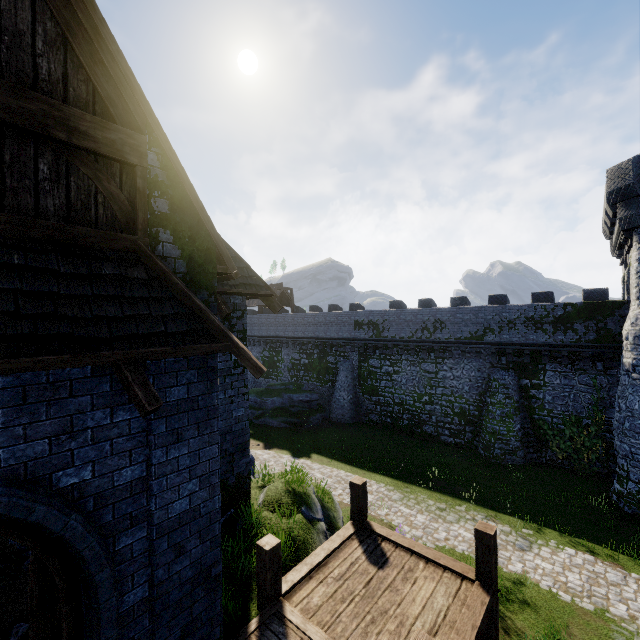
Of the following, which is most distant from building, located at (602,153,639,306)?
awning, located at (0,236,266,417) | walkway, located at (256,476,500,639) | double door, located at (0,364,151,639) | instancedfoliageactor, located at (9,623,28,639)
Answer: instancedfoliageactor, located at (9,623,28,639)

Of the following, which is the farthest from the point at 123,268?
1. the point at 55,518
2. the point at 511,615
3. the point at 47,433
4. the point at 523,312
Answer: the point at 523,312

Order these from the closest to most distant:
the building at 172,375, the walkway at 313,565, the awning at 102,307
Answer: the awning at 102,307
the building at 172,375
the walkway at 313,565

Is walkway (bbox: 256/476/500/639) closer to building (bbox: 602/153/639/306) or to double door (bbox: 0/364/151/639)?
double door (bbox: 0/364/151/639)

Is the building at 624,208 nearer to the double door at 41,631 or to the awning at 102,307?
the awning at 102,307

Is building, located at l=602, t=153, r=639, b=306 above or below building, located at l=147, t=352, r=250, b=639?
above

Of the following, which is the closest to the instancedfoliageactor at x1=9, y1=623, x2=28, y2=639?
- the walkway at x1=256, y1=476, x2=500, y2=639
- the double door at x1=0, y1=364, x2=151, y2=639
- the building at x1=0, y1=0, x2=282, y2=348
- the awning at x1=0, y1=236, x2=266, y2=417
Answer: the building at x1=0, y1=0, x2=282, y2=348

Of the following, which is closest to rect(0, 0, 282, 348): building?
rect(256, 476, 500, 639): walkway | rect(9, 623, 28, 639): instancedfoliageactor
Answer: rect(256, 476, 500, 639): walkway
